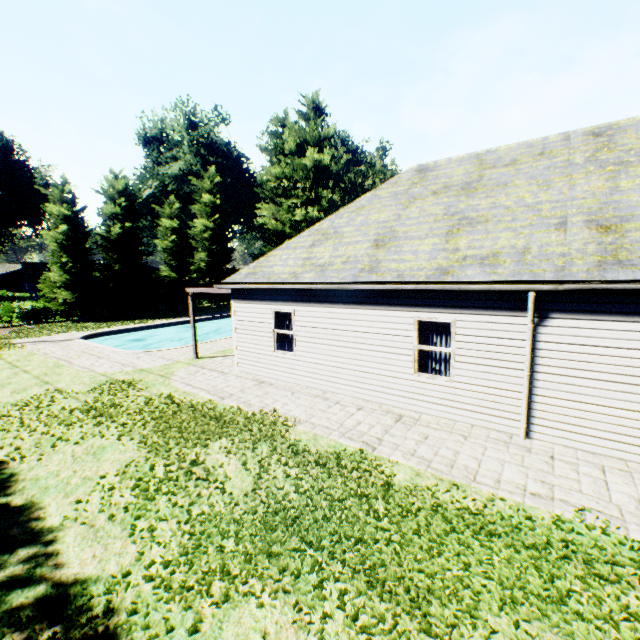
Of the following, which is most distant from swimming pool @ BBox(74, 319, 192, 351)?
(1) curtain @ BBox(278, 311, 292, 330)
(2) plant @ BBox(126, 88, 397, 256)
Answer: (1) curtain @ BBox(278, 311, 292, 330)

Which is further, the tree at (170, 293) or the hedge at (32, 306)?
the tree at (170, 293)

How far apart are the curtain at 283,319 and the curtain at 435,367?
3.99m

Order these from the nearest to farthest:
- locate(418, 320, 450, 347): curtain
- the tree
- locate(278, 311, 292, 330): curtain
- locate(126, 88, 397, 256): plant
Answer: locate(418, 320, 450, 347): curtain < locate(278, 311, 292, 330): curtain < the tree < locate(126, 88, 397, 256): plant

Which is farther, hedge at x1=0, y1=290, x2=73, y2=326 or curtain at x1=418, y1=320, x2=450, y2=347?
hedge at x1=0, y1=290, x2=73, y2=326

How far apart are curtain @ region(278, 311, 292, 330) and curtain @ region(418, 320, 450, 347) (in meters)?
3.99

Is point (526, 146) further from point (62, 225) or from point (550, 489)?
point (62, 225)
